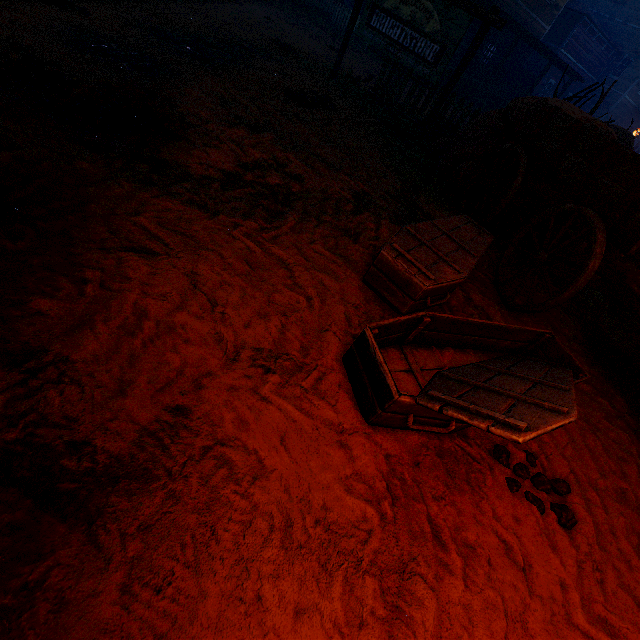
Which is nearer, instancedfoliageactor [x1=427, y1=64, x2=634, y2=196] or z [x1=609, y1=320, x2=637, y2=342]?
z [x1=609, y1=320, x2=637, y2=342]

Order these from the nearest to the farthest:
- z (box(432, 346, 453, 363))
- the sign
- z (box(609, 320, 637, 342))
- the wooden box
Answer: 1. z (box(432, 346, 453, 363))
2. z (box(609, 320, 637, 342))
3. the sign
4. the wooden box

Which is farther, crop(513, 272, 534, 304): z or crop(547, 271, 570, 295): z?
crop(547, 271, 570, 295): z

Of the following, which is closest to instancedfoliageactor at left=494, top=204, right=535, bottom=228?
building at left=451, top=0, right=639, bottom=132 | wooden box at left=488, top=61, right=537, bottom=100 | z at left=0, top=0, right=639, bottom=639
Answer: z at left=0, top=0, right=639, bottom=639

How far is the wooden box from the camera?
20.8 meters

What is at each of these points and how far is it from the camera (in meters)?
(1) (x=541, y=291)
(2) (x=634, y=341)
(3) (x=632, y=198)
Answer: (1) z, 4.30
(2) z, 4.44
(3) carraige, 2.75

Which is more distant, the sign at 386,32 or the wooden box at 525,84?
the wooden box at 525,84

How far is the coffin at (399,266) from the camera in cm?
158
